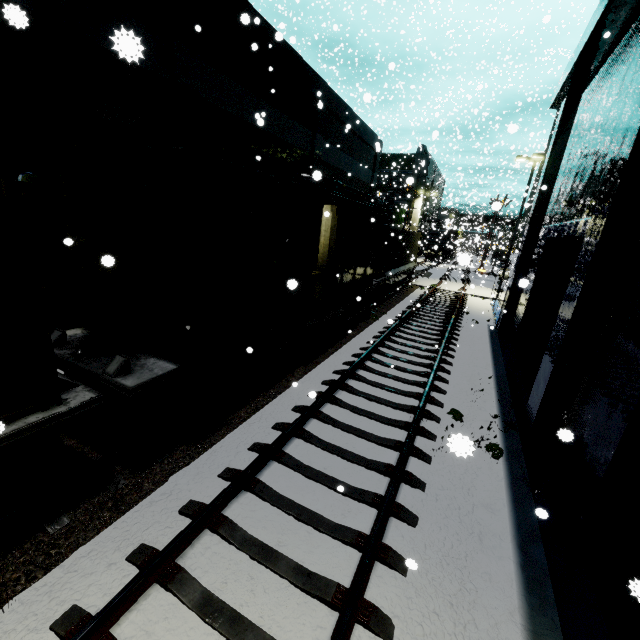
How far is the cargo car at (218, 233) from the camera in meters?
4.9 m

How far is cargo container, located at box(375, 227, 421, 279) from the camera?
17.0 meters

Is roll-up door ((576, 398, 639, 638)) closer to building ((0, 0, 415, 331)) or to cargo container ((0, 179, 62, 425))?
building ((0, 0, 415, 331))

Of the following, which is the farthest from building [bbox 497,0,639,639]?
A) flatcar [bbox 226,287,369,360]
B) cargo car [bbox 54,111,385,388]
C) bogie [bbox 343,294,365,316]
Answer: bogie [bbox 343,294,365,316]

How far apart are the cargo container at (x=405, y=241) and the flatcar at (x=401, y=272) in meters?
0.0 m

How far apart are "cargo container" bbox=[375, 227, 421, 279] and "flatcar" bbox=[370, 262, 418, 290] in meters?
0.0 m

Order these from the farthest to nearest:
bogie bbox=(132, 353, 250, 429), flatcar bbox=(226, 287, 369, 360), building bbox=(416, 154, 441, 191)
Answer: building bbox=(416, 154, 441, 191), flatcar bbox=(226, 287, 369, 360), bogie bbox=(132, 353, 250, 429)

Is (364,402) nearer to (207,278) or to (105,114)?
(207,278)
